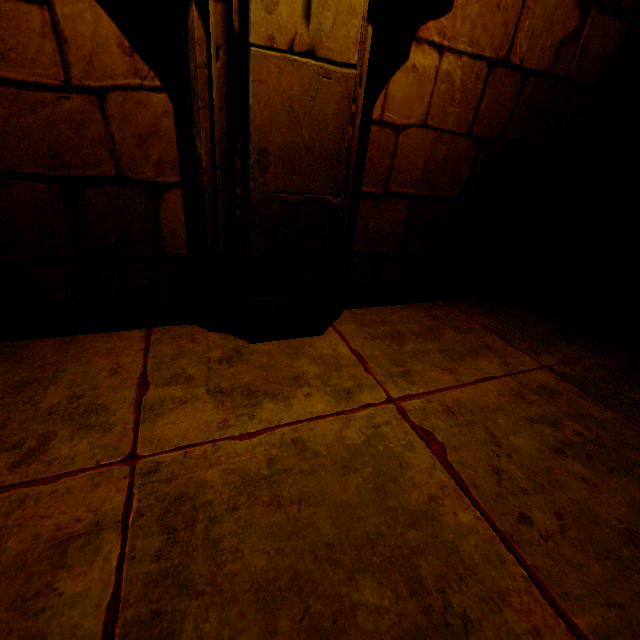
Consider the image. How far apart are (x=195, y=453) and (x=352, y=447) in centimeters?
60cm
